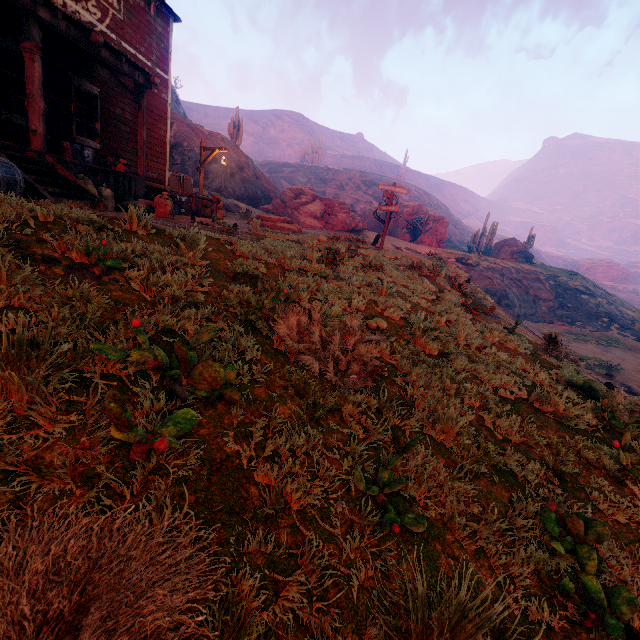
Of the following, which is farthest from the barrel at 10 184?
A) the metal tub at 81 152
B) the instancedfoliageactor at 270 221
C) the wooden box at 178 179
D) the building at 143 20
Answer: the instancedfoliageactor at 270 221

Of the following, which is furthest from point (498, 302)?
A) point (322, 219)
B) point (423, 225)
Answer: point (322, 219)

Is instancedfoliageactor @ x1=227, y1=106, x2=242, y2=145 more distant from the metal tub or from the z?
the metal tub

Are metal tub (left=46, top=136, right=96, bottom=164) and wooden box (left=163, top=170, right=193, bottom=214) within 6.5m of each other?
yes

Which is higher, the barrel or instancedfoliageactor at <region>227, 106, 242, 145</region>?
instancedfoliageactor at <region>227, 106, 242, 145</region>

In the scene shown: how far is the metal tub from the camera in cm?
824

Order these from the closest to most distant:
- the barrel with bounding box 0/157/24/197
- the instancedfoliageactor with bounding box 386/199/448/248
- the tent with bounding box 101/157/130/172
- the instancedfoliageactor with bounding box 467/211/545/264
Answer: the barrel with bounding box 0/157/24/197 → the tent with bounding box 101/157/130/172 → the instancedfoliageactor with bounding box 386/199/448/248 → the instancedfoliageactor with bounding box 467/211/545/264

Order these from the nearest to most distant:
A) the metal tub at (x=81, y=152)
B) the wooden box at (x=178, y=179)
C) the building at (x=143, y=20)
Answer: the building at (x=143, y=20) → the metal tub at (x=81, y=152) → the wooden box at (x=178, y=179)
